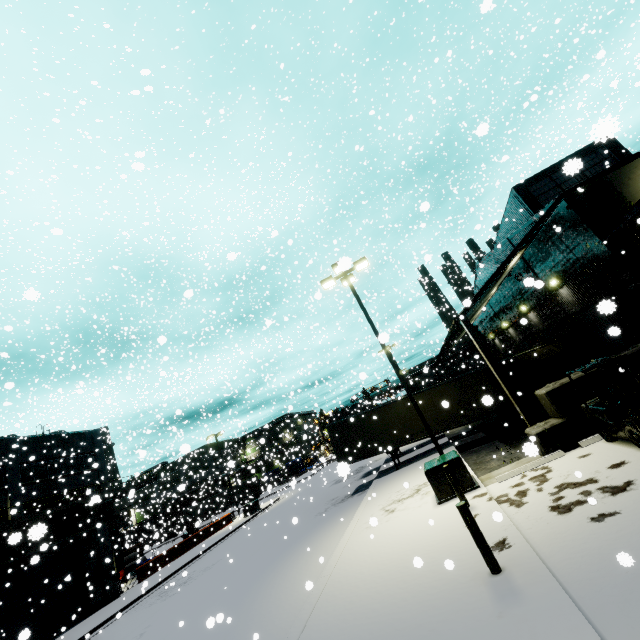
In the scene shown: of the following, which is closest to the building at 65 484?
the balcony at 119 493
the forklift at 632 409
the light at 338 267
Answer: the balcony at 119 493

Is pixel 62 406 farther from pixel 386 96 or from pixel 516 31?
pixel 516 31

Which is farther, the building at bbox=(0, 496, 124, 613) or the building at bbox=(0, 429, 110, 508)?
the building at bbox=(0, 429, 110, 508)

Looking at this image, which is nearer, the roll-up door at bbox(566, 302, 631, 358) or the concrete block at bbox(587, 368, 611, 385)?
the concrete block at bbox(587, 368, 611, 385)

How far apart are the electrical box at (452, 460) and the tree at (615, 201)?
10.3m

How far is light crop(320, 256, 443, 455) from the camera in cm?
1233

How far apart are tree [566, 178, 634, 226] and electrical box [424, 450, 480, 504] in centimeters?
1028cm

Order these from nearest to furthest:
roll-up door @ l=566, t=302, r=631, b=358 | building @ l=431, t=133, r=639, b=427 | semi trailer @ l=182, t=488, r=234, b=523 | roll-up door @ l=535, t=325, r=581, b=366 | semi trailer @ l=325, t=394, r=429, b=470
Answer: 1. building @ l=431, t=133, r=639, b=427
2. roll-up door @ l=566, t=302, r=631, b=358
3. roll-up door @ l=535, t=325, r=581, b=366
4. semi trailer @ l=325, t=394, r=429, b=470
5. semi trailer @ l=182, t=488, r=234, b=523
